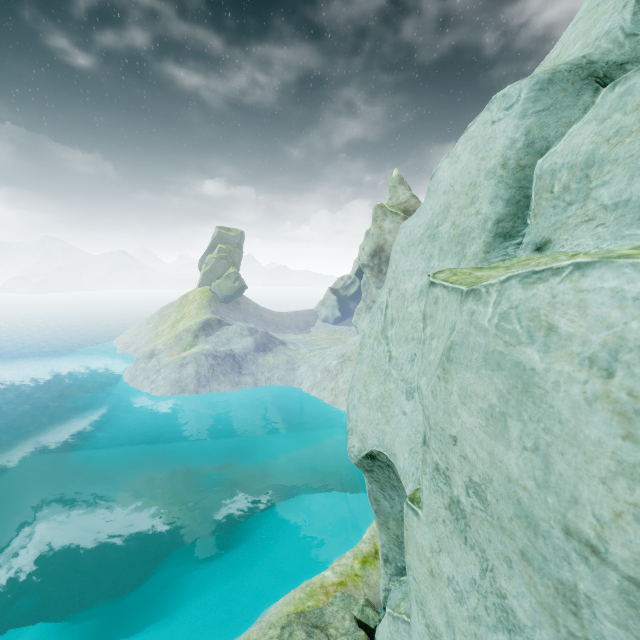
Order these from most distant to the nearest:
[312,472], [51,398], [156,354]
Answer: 1. [51,398]
2. [156,354]
3. [312,472]
